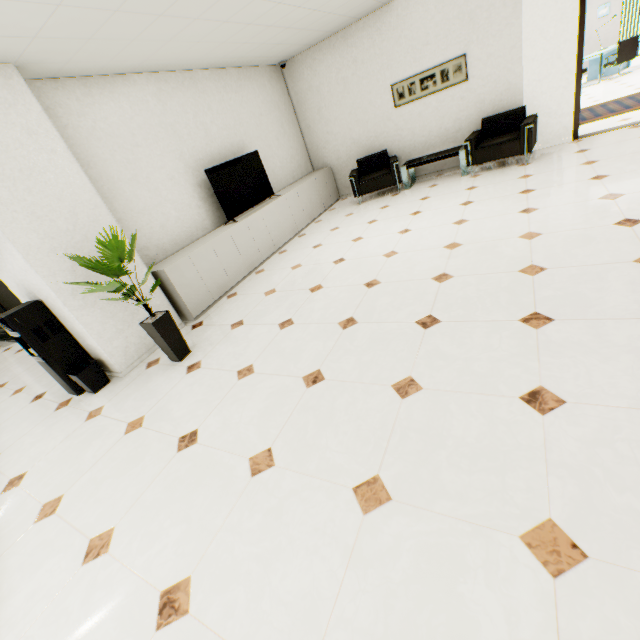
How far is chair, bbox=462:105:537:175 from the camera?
5.21m

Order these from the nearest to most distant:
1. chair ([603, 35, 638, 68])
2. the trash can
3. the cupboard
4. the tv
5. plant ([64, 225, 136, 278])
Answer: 1. plant ([64, 225, 136, 278])
2. the trash can
3. the cupboard
4. the tv
5. chair ([603, 35, 638, 68])

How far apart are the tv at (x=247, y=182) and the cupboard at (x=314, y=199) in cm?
11

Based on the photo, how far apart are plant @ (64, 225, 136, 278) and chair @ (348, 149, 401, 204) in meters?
4.6

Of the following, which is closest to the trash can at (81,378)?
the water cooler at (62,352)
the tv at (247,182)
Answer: the water cooler at (62,352)

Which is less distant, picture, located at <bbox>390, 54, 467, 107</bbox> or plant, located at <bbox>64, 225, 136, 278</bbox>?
plant, located at <bbox>64, 225, 136, 278</bbox>

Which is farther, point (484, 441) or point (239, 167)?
point (239, 167)

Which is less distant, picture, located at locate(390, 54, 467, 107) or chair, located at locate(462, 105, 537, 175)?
chair, located at locate(462, 105, 537, 175)
